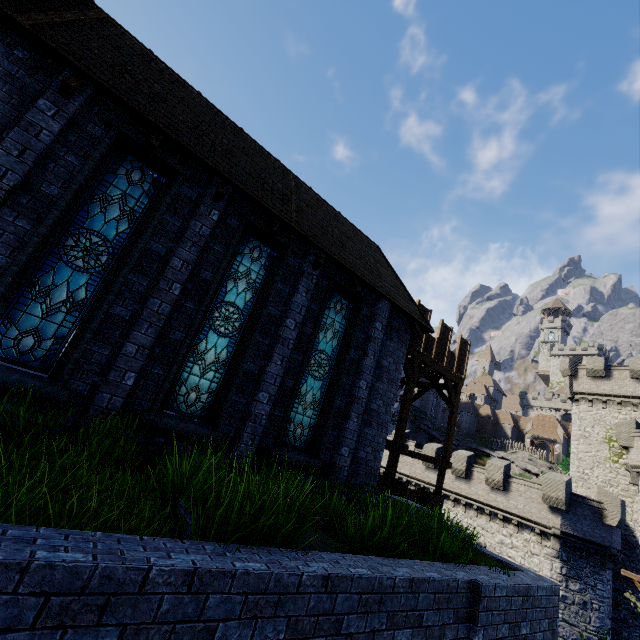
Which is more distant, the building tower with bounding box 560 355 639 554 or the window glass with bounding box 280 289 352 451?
the building tower with bounding box 560 355 639 554

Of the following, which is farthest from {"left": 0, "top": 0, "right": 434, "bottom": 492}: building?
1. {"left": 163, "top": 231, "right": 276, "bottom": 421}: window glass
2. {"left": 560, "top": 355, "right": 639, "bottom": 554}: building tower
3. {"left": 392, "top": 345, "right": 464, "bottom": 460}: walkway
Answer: {"left": 560, "top": 355, "right": 639, "bottom": 554}: building tower

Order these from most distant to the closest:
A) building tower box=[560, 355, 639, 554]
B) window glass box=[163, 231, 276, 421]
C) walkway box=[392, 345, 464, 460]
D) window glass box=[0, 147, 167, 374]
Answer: building tower box=[560, 355, 639, 554]
walkway box=[392, 345, 464, 460]
window glass box=[163, 231, 276, 421]
window glass box=[0, 147, 167, 374]

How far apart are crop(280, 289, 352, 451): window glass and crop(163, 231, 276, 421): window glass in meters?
1.8 m

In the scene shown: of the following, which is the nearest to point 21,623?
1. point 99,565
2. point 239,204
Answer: point 99,565

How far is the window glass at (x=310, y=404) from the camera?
8.6 meters

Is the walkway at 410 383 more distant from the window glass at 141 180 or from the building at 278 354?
the window glass at 141 180

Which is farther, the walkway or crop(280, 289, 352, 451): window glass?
the walkway
